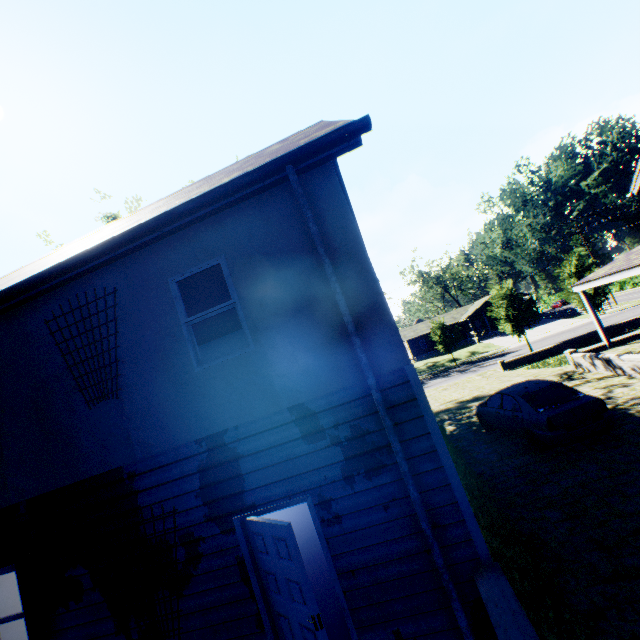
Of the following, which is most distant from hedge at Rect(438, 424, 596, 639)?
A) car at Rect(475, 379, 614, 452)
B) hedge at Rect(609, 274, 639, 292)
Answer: hedge at Rect(609, 274, 639, 292)

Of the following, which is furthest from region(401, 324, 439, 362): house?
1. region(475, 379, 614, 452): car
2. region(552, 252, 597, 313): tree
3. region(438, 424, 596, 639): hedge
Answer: region(475, 379, 614, 452): car

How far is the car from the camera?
8.4 meters

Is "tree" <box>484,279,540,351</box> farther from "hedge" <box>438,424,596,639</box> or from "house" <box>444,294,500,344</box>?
"house" <box>444,294,500,344</box>

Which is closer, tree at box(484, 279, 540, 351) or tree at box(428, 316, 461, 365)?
tree at box(484, 279, 540, 351)

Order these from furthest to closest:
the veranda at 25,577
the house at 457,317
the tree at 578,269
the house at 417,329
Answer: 1. the house at 417,329
2. the house at 457,317
3. the tree at 578,269
4. the veranda at 25,577

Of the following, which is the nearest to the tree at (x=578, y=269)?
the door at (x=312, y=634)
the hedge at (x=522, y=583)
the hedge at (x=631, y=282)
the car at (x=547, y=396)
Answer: the hedge at (x=522, y=583)

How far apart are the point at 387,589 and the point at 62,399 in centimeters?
584cm
